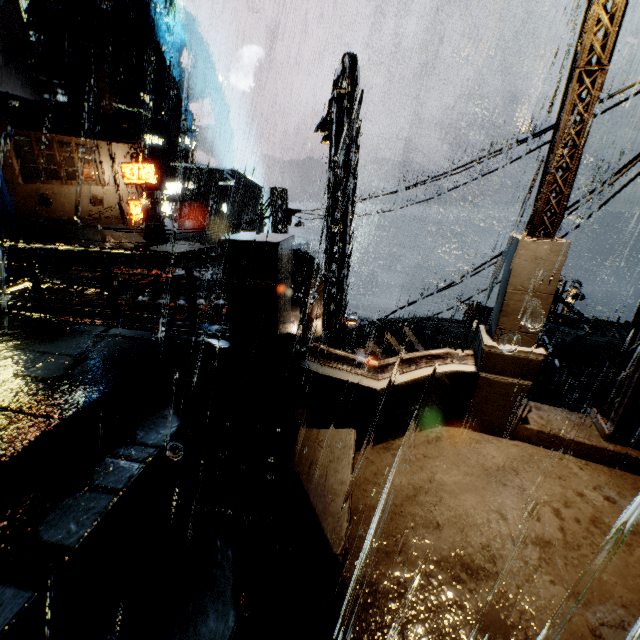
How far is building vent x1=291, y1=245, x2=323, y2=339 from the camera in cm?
1747

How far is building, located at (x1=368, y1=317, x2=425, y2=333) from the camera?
20.22m

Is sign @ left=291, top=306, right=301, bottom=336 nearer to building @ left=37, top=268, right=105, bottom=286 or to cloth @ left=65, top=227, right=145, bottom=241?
building @ left=37, top=268, right=105, bottom=286

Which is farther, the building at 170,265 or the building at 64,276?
the building at 170,265

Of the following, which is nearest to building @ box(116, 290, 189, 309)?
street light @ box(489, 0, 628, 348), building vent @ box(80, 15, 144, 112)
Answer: street light @ box(489, 0, 628, 348)

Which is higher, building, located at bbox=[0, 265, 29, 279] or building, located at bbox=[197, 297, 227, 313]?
building, located at bbox=[197, 297, 227, 313]

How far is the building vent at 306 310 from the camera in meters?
17.5

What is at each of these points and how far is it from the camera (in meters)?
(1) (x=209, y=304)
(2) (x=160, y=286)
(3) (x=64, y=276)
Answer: (1) building, 9.05
(2) building, 10.52
(3) building, 11.17
